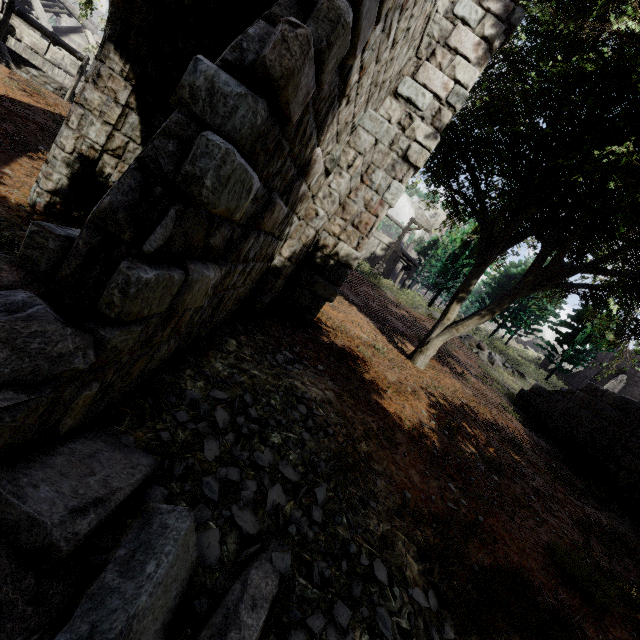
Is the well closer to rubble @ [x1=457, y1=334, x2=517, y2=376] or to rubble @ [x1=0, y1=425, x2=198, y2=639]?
rubble @ [x1=0, y1=425, x2=198, y2=639]

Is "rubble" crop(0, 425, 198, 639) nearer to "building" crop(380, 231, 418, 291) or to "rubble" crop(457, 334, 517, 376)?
"building" crop(380, 231, 418, 291)

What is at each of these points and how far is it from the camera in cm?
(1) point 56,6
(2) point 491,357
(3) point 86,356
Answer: (1) wooden plank rubble, 2103
(2) rubble, 1800
(3) building, 175

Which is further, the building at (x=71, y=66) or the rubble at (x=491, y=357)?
the rubble at (x=491, y=357)

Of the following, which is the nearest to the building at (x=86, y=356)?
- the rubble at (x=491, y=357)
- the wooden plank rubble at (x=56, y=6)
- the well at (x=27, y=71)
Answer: the wooden plank rubble at (x=56, y=6)

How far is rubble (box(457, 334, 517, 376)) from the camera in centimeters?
1755cm

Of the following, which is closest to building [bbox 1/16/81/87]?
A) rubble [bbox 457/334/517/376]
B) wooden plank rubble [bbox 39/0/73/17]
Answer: wooden plank rubble [bbox 39/0/73/17]

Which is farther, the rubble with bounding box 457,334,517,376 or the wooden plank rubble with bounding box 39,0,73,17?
the wooden plank rubble with bounding box 39,0,73,17
